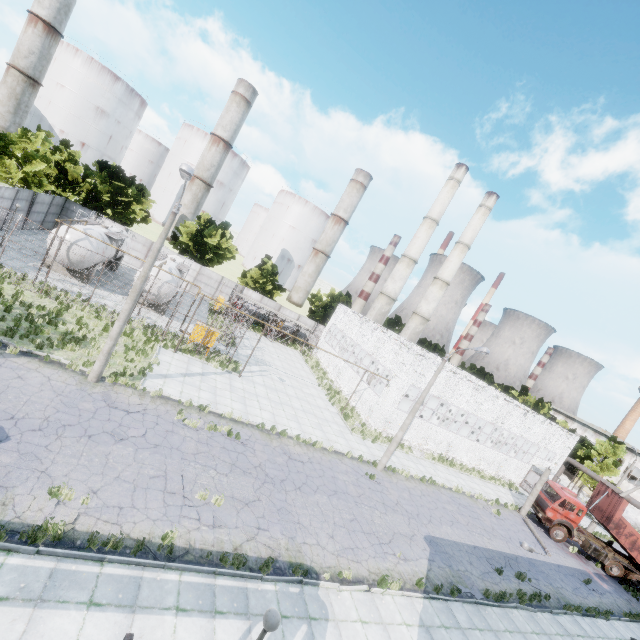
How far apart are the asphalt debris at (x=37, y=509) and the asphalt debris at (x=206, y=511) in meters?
3.1 m

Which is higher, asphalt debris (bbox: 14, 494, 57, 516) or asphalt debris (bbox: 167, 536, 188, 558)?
asphalt debris (bbox: 167, 536, 188, 558)

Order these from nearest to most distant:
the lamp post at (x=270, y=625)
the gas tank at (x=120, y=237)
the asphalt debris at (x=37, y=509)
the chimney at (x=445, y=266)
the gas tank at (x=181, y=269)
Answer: the lamp post at (x=270, y=625)
the asphalt debris at (x=37, y=509)
the gas tank at (x=120, y=237)
the gas tank at (x=181, y=269)
the chimney at (x=445, y=266)

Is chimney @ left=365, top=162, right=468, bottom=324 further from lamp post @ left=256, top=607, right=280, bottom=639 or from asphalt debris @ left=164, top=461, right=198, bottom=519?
lamp post @ left=256, top=607, right=280, bottom=639

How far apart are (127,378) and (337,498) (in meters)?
11.93

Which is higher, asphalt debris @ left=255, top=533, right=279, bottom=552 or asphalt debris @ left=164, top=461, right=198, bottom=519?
asphalt debris @ left=164, top=461, right=198, bottom=519

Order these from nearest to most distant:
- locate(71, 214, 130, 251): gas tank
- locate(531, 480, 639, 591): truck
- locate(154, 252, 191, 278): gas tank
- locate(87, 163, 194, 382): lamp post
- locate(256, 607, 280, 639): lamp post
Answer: locate(256, 607, 280, 639): lamp post, locate(87, 163, 194, 382): lamp post, locate(71, 214, 130, 251): gas tank, locate(531, 480, 639, 591): truck, locate(154, 252, 191, 278): gas tank

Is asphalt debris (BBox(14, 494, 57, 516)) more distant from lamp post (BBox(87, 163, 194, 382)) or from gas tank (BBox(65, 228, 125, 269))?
gas tank (BBox(65, 228, 125, 269))
